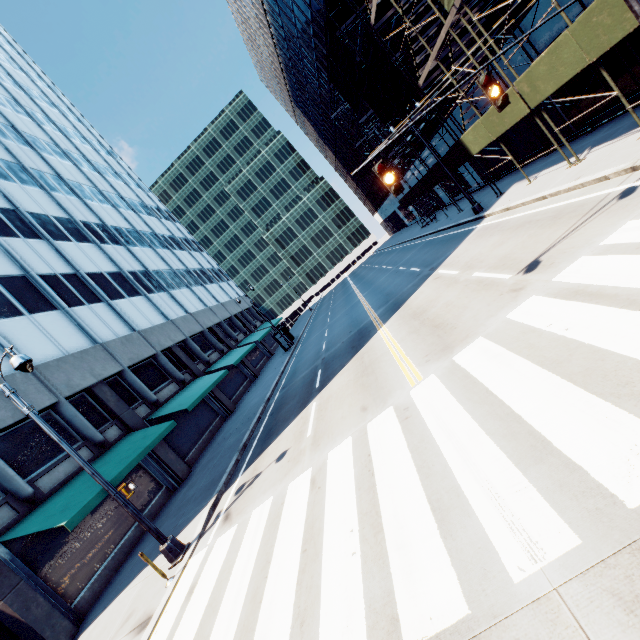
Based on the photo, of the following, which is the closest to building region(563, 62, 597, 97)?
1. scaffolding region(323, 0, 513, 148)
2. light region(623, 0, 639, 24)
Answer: scaffolding region(323, 0, 513, 148)

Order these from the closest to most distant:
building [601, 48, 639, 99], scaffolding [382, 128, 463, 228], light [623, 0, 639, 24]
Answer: light [623, 0, 639, 24], building [601, 48, 639, 99], scaffolding [382, 128, 463, 228]

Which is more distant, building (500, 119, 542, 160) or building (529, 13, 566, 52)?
building (500, 119, 542, 160)

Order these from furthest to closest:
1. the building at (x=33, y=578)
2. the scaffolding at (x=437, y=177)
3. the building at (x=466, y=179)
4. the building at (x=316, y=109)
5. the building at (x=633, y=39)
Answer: the building at (x=316, y=109), the building at (x=466, y=179), the scaffolding at (x=437, y=177), the building at (x=633, y=39), the building at (x=33, y=578)

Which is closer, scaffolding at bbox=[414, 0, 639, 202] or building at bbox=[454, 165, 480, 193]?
scaffolding at bbox=[414, 0, 639, 202]

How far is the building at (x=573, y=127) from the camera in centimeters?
1542cm

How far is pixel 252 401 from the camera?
22.55m

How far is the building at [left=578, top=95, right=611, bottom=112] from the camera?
13.98m
